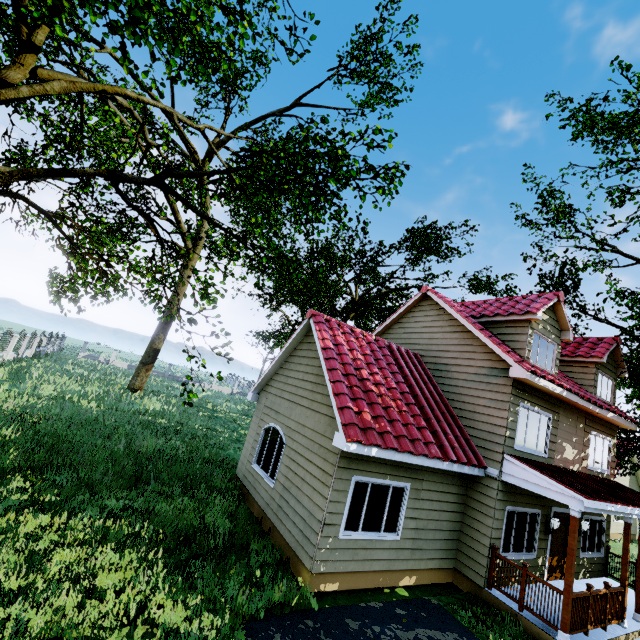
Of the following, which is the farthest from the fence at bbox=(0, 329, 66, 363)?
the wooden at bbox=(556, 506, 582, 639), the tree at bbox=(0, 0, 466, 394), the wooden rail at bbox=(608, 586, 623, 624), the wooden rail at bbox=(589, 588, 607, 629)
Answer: the wooden rail at bbox=(608, 586, 623, 624)

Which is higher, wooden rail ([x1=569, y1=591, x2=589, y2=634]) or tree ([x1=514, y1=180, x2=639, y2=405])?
tree ([x1=514, y1=180, x2=639, y2=405])

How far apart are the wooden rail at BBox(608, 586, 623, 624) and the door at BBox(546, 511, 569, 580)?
1.8m

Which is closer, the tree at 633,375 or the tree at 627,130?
the tree at 633,375

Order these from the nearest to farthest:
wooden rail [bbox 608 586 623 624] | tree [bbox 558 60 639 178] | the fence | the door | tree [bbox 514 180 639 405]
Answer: wooden rail [bbox 608 586 623 624] < the door < tree [bbox 514 180 639 405] < tree [bbox 558 60 639 178] < the fence

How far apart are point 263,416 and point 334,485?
5.0m

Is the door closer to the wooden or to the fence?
the wooden

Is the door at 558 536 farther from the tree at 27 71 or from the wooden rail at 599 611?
the tree at 27 71
